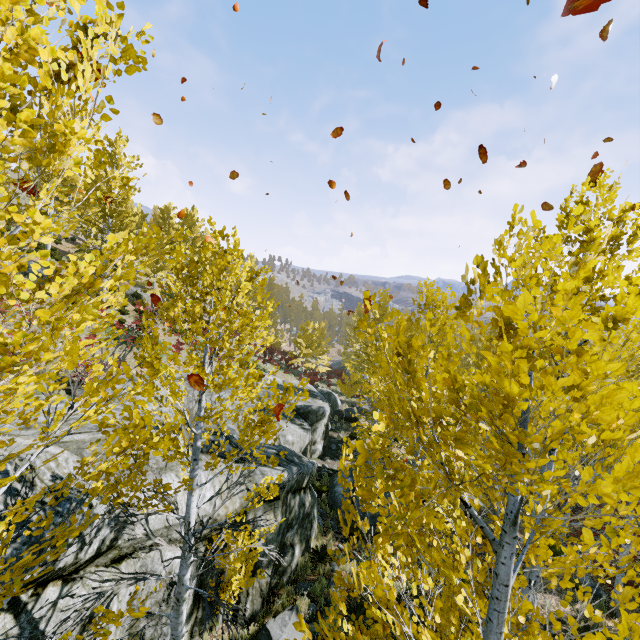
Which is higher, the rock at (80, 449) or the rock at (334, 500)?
the rock at (80, 449)

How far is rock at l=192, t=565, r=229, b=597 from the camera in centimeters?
677cm

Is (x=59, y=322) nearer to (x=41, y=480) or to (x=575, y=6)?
(x=575, y=6)

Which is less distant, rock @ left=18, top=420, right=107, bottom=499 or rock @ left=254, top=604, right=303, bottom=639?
rock @ left=18, top=420, right=107, bottom=499

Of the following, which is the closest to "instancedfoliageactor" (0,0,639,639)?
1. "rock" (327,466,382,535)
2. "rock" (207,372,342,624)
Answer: "rock" (207,372,342,624)

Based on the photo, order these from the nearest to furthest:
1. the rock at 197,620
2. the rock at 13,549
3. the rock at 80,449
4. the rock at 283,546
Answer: the rock at 13,549 < the rock at 80,449 < the rock at 197,620 < the rock at 283,546

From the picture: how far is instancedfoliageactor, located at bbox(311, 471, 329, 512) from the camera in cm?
1255
